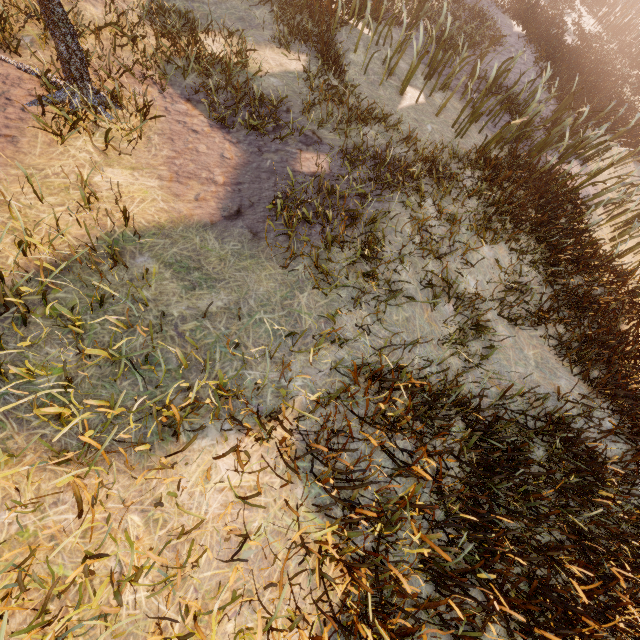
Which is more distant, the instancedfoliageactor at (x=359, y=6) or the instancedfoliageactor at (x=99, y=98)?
the instancedfoliageactor at (x=99, y=98)

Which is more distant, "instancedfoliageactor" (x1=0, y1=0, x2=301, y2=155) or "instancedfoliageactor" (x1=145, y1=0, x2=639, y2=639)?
"instancedfoliageactor" (x1=0, y1=0, x2=301, y2=155)

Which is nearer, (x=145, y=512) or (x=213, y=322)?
(x=145, y=512)
